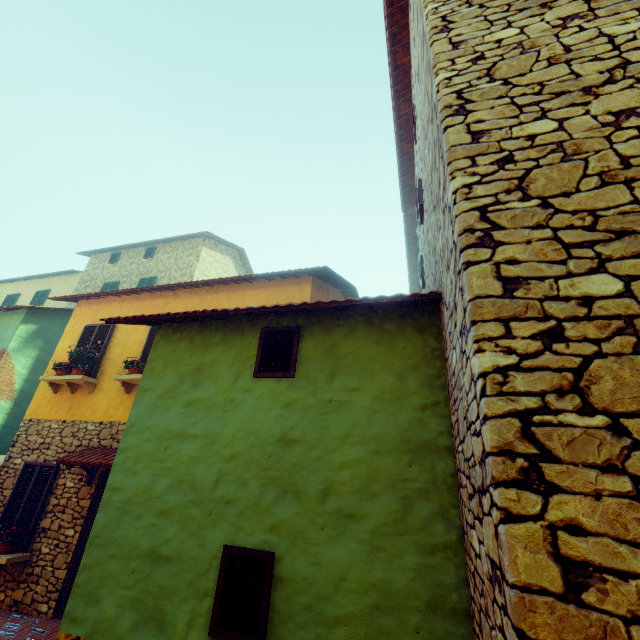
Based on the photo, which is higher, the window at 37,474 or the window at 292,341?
the window at 292,341

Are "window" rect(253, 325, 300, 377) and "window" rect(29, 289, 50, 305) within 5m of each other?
no

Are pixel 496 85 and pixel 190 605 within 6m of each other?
yes

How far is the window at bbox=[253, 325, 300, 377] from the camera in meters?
4.1

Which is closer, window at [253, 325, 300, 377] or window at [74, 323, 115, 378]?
window at [253, 325, 300, 377]

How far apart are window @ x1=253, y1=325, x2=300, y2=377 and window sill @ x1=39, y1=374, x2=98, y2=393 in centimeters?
651cm

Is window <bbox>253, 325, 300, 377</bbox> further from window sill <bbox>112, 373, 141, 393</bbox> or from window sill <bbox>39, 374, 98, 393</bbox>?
window sill <bbox>39, 374, 98, 393</bbox>

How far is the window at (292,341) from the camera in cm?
406
